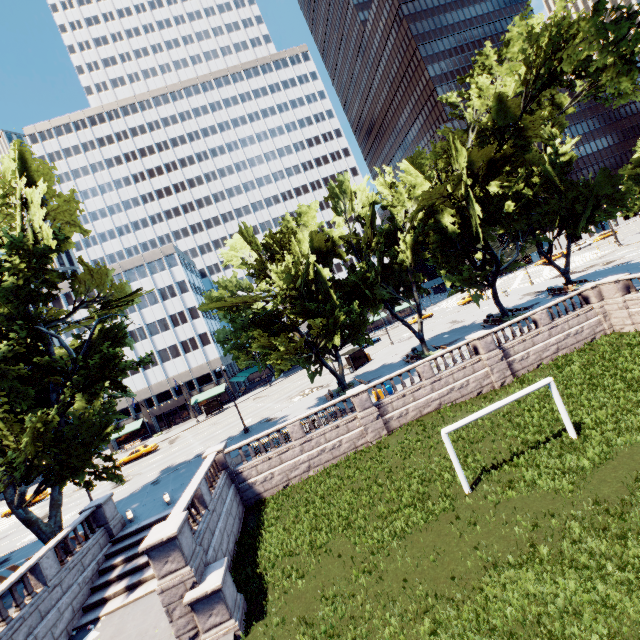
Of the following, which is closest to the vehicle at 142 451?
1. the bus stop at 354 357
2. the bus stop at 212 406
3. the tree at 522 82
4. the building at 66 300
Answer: the bus stop at 212 406

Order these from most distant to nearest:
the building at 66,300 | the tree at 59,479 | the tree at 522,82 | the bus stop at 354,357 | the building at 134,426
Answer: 1. the building at 66,300
2. the building at 134,426
3. the bus stop at 354,357
4. the tree at 522,82
5. the tree at 59,479

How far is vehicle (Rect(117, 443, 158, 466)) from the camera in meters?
43.1

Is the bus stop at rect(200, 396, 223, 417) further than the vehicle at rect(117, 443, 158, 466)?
Yes

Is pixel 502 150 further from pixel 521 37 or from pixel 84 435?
pixel 84 435

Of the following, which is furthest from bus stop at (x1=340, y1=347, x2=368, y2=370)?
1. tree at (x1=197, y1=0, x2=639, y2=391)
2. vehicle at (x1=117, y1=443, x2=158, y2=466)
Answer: vehicle at (x1=117, y1=443, x2=158, y2=466)

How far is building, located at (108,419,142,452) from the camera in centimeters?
5762cm

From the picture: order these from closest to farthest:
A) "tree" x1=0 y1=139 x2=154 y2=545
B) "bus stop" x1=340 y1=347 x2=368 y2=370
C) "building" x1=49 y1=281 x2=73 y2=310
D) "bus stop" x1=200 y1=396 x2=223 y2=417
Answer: "tree" x1=0 y1=139 x2=154 y2=545 → "bus stop" x1=340 y1=347 x2=368 y2=370 → "bus stop" x1=200 y1=396 x2=223 y2=417 → "building" x1=49 y1=281 x2=73 y2=310
